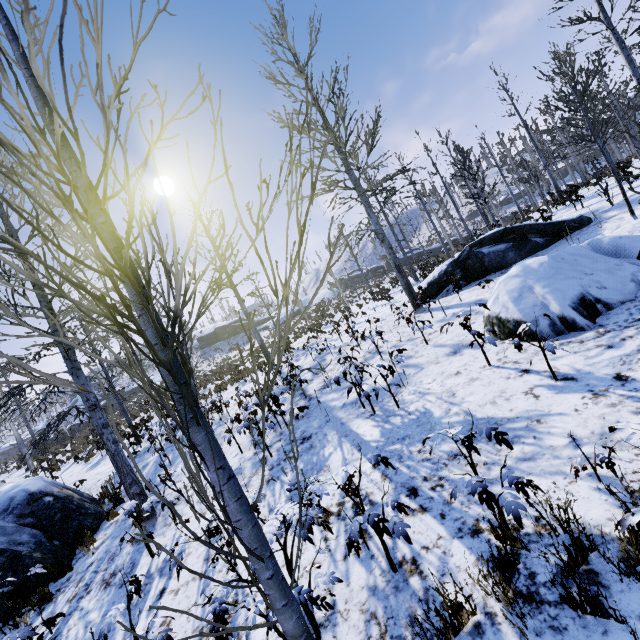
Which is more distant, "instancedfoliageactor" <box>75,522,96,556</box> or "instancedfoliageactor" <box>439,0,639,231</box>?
"instancedfoliageactor" <box>439,0,639,231</box>

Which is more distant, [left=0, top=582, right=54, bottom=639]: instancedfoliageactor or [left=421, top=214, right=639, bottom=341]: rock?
[left=421, top=214, right=639, bottom=341]: rock

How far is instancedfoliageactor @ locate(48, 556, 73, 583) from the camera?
6.13m

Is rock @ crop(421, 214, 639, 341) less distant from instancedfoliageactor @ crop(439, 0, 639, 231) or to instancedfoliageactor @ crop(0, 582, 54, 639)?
instancedfoliageactor @ crop(0, 582, 54, 639)

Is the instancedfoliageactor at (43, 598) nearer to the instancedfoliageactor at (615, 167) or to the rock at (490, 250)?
the rock at (490, 250)

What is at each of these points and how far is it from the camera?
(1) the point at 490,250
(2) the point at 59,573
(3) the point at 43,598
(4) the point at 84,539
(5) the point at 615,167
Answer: (1) rock, 10.8 meters
(2) instancedfoliageactor, 6.2 meters
(3) instancedfoliageactor, 5.5 meters
(4) instancedfoliageactor, 6.5 meters
(5) instancedfoliageactor, 14.6 meters

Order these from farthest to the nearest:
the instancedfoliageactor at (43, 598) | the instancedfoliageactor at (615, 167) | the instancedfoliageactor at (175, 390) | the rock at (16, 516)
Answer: the instancedfoliageactor at (615, 167), the rock at (16, 516), the instancedfoliageactor at (43, 598), the instancedfoliageactor at (175, 390)

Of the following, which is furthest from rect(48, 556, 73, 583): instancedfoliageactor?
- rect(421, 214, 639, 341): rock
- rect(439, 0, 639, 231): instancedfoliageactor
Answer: rect(439, 0, 639, 231): instancedfoliageactor
